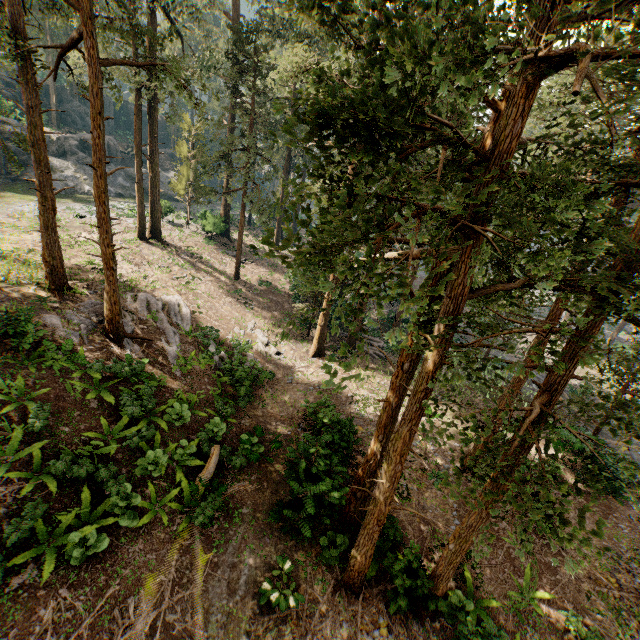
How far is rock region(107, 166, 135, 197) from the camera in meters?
41.8

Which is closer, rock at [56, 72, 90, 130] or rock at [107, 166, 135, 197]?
rock at [107, 166, 135, 197]

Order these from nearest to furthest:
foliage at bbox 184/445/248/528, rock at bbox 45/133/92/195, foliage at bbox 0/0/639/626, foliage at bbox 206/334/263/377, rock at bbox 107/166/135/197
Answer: foliage at bbox 0/0/639/626 < foliage at bbox 184/445/248/528 < foliage at bbox 206/334/263/377 < rock at bbox 45/133/92/195 < rock at bbox 107/166/135/197

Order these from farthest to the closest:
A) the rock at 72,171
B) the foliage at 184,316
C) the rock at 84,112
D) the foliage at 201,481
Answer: the rock at 84,112, the rock at 72,171, the foliage at 184,316, the foliage at 201,481

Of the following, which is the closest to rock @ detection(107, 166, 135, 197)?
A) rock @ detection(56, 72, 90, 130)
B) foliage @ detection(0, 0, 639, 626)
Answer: rock @ detection(56, 72, 90, 130)

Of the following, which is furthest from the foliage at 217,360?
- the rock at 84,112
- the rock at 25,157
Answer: the rock at 25,157

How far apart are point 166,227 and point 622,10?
34.7m

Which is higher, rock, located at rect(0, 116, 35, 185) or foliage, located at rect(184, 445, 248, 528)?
rock, located at rect(0, 116, 35, 185)
